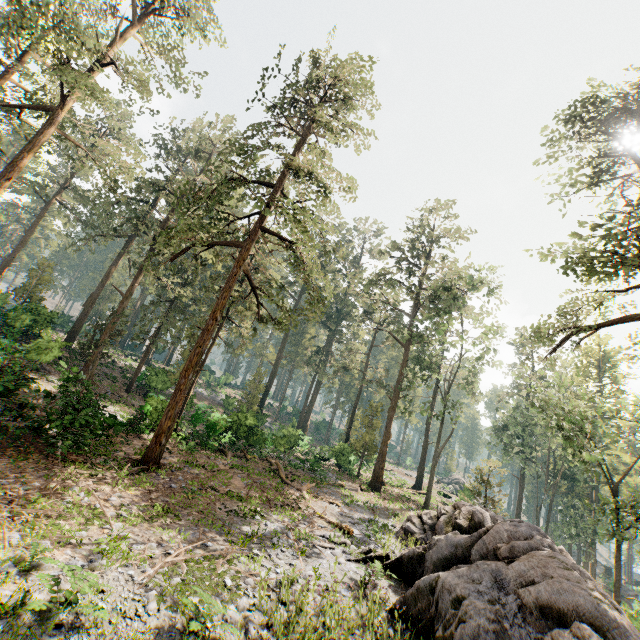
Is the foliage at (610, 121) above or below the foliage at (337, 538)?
above

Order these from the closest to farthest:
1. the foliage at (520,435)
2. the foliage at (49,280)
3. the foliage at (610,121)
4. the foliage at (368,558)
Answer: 1. the foliage at (368,558)
2. the foliage at (610,121)
3. the foliage at (520,435)
4. the foliage at (49,280)

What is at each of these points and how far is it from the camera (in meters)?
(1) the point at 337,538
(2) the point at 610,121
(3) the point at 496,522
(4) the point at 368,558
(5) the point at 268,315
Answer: (1) foliage, 13.31
(2) foliage, 20.00
(3) rock, 15.29
(4) foliage, 12.25
(5) foliage, 21.19

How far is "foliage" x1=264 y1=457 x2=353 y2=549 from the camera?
13.2m

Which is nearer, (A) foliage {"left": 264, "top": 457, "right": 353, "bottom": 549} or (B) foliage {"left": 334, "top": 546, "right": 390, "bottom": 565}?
(B) foliage {"left": 334, "top": 546, "right": 390, "bottom": 565}

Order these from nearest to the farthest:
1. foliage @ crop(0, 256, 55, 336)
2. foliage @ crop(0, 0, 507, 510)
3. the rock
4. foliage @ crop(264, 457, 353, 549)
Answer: the rock
foliage @ crop(264, 457, 353, 549)
foliage @ crop(0, 0, 507, 510)
foliage @ crop(0, 256, 55, 336)
